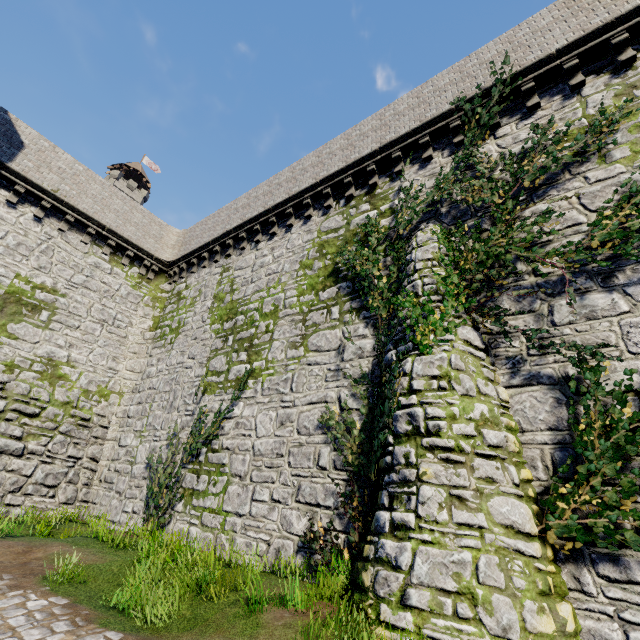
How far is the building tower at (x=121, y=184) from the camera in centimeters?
5697cm

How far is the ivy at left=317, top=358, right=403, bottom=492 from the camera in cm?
675

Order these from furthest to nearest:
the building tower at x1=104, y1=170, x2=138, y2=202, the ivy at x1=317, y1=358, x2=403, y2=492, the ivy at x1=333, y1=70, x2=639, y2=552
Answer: the building tower at x1=104, y1=170, x2=138, y2=202
the ivy at x1=317, y1=358, x2=403, y2=492
the ivy at x1=333, y1=70, x2=639, y2=552

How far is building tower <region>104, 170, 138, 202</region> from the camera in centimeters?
5697cm

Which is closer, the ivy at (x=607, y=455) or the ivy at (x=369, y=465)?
the ivy at (x=607, y=455)

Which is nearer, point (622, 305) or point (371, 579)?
point (371, 579)

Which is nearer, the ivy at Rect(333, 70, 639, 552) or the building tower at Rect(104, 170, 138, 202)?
the ivy at Rect(333, 70, 639, 552)

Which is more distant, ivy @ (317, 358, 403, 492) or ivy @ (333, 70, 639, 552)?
ivy @ (317, 358, 403, 492)
